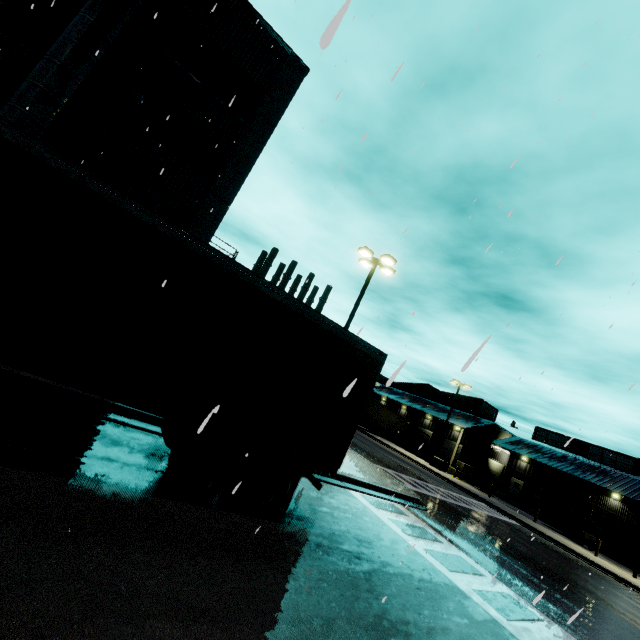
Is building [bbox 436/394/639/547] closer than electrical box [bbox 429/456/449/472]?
Yes

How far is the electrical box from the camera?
33.9m

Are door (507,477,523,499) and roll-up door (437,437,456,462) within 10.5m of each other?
yes

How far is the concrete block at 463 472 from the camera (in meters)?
36.45

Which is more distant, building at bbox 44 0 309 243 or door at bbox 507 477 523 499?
door at bbox 507 477 523 499

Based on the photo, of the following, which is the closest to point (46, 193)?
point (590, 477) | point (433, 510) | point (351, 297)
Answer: point (351, 297)

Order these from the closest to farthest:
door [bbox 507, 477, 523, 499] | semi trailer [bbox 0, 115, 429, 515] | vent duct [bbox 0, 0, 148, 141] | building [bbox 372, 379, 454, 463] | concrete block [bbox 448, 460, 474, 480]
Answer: semi trailer [bbox 0, 115, 429, 515]
vent duct [bbox 0, 0, 148, 141]
concrete block [bbox 448, 460, 474, 480]
door [bbox 507, 477, 523, 499]
building [bbox 372, 379, 454, 463]

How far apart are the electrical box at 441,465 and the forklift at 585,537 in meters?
10.3
